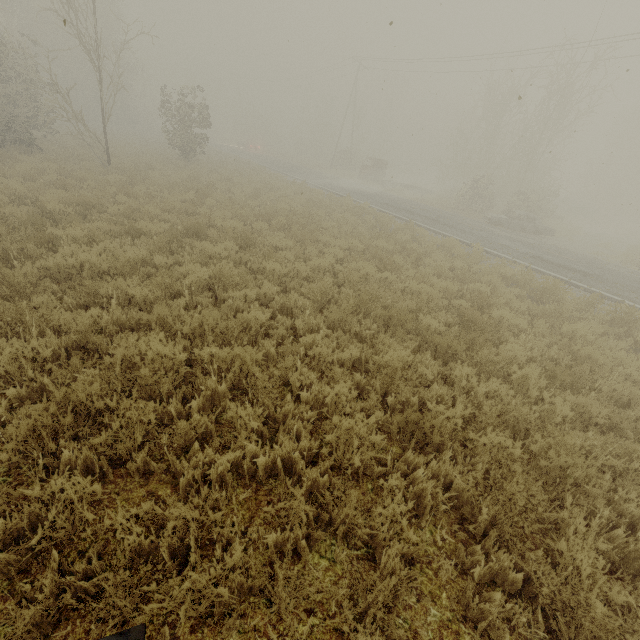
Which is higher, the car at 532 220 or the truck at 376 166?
the truck at 376 166

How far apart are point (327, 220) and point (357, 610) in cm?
1382

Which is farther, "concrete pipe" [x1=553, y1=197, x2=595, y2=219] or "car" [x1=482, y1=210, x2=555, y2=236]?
"concrete pipe" [x1=553, y1=197, x2=595, y2=219]

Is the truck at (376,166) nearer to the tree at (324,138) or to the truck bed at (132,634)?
the tree at (324,138)

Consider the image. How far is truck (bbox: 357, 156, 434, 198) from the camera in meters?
30.4

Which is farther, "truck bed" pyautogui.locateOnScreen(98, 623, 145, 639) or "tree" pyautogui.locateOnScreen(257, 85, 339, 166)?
"tree" pyautogui.locateOnScreen(257, 85, 339, 166)

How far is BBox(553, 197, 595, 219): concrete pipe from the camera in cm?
3856

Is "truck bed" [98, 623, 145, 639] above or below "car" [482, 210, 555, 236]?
above
